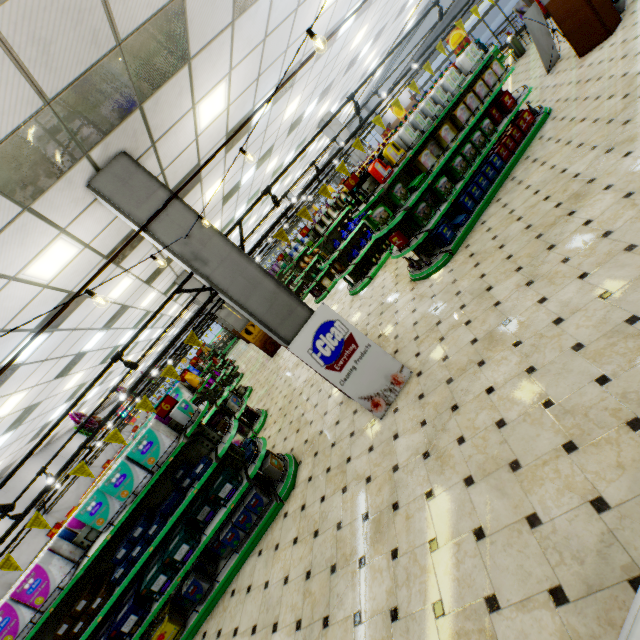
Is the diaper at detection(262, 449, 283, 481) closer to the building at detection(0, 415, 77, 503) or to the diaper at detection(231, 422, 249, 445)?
the building at detection(0, 415, 77, 503)

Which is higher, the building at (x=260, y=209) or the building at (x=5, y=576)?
the building at (x=260, y=209)

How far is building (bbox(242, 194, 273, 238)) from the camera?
17.3m

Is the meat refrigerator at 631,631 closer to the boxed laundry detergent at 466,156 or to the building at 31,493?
the building at 31,493

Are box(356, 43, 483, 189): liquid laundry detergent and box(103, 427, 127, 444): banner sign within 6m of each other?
no

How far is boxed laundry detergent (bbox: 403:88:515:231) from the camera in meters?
6.3

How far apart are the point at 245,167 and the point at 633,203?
9.3m

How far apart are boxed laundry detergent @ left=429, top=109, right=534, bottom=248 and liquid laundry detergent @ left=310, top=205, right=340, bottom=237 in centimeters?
360cm
